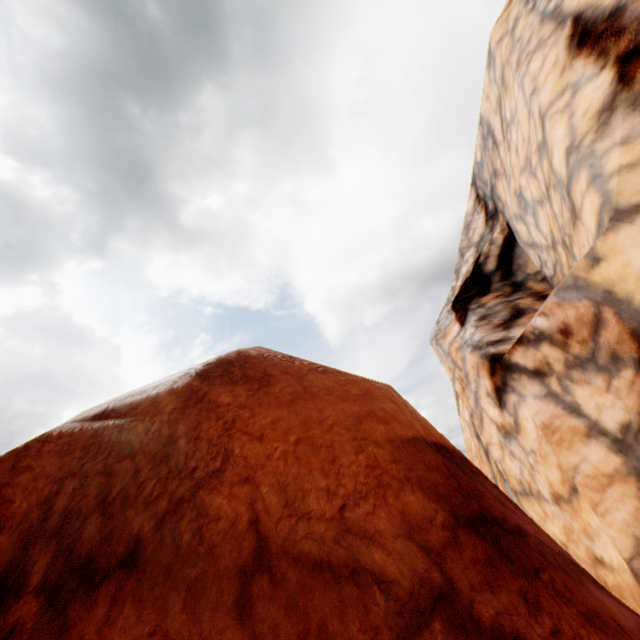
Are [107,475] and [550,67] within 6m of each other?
no
